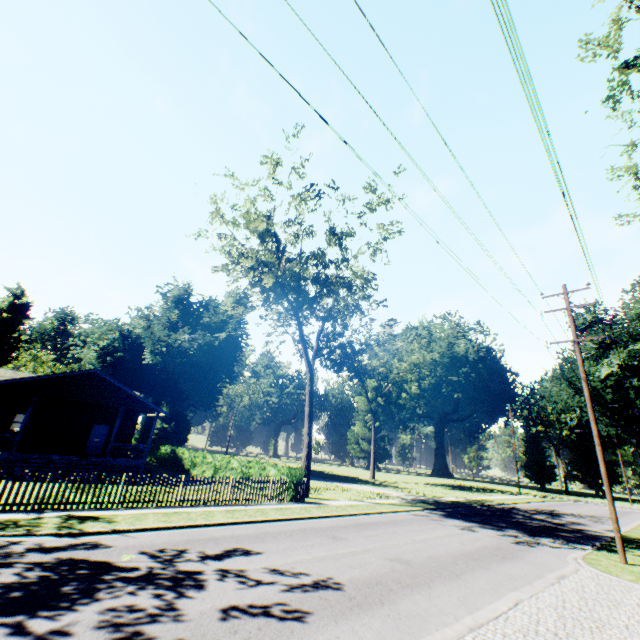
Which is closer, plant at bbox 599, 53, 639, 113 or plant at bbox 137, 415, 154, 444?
plant at bbox 599, 53, 639, 113

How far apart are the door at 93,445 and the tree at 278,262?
16.7m

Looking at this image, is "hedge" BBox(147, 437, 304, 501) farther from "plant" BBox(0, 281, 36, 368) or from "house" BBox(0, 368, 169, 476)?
"plant" BBox(0, 281, 36, 368)

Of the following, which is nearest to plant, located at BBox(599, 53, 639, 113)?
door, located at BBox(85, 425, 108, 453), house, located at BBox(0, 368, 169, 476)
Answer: house, located at BBox(0, 368, 169, 476)

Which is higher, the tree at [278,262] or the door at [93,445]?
the tree at [278,262]

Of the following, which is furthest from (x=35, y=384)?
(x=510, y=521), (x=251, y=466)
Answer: (x=510, y=521)

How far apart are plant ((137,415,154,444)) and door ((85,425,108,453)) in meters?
16.6

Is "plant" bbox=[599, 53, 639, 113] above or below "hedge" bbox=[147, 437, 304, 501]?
above
